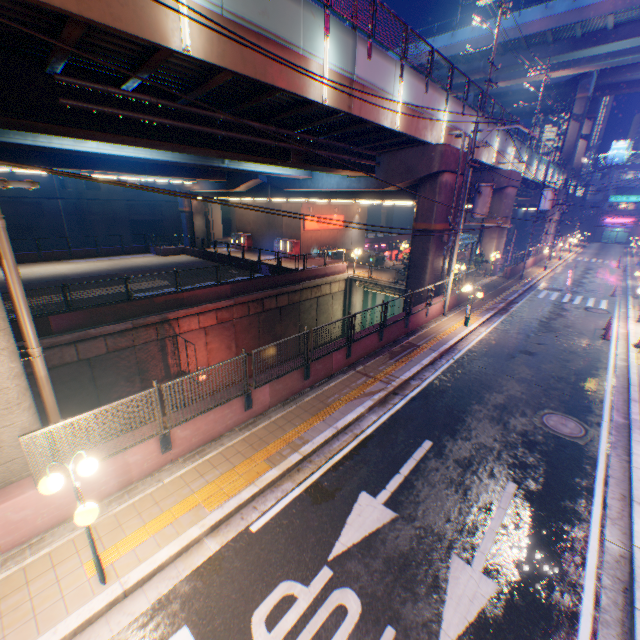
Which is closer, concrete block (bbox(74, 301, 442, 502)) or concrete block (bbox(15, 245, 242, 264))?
concrete block (bbox(74, 301, 442, 502))

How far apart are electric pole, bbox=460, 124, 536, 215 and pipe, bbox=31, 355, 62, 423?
16.9 meters

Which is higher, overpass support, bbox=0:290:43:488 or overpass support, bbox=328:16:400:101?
overpass support, bbox=328:16:400:101

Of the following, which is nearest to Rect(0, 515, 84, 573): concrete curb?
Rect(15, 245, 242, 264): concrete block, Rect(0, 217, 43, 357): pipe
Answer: Rect(0, 217, 43, 357): pipe

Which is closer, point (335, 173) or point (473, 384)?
point (473, 384)

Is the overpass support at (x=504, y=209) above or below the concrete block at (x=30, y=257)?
above

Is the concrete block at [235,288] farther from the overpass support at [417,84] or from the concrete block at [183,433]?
the concrete block at [183,433]

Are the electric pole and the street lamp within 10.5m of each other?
no
